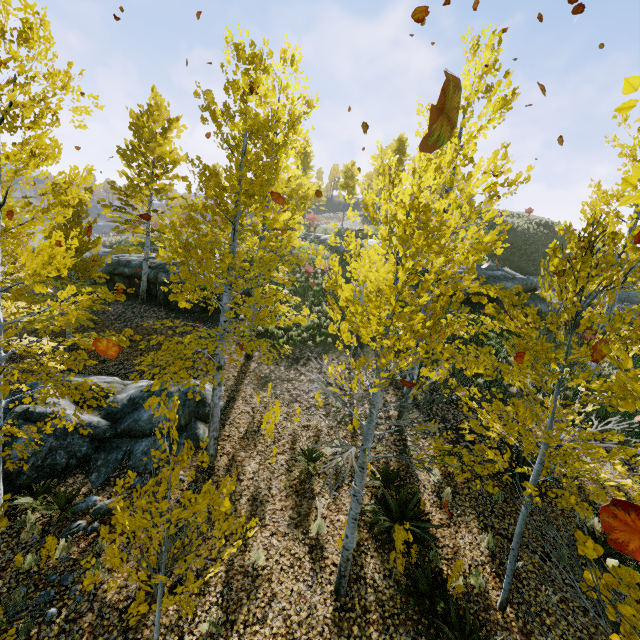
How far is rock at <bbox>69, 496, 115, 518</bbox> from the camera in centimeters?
693cm

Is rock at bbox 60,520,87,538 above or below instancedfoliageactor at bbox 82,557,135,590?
below

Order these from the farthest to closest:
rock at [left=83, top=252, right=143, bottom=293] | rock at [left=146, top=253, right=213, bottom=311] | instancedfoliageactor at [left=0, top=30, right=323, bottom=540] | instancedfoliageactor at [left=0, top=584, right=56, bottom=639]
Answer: rock at [left=83, top=252, right=143, bottom=293] < rock at [left=146, top=253, right=213, bottom=311] < instancedfoliageactor at [left=0, top=30, right=323, bottom=540] < instancedfoliageactor at [left=0, top=584, right=56, bottom=639]

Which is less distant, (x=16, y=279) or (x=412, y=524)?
(x=412, y=524)

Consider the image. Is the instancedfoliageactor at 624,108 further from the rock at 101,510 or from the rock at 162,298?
the rock at 162,298

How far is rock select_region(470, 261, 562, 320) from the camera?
18.3 meters

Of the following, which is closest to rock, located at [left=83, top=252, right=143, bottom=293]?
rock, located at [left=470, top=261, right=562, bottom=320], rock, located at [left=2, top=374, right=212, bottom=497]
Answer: rock, located at [left=2, top=374, right=212, bottom=497]

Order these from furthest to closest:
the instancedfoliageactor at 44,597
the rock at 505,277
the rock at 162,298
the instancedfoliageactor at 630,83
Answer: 1. the rock at 505,277
2. the rock at 162,298
3. the instancedfoliageactor at 44,597
4. the instancedfoliageactor at 630,83
